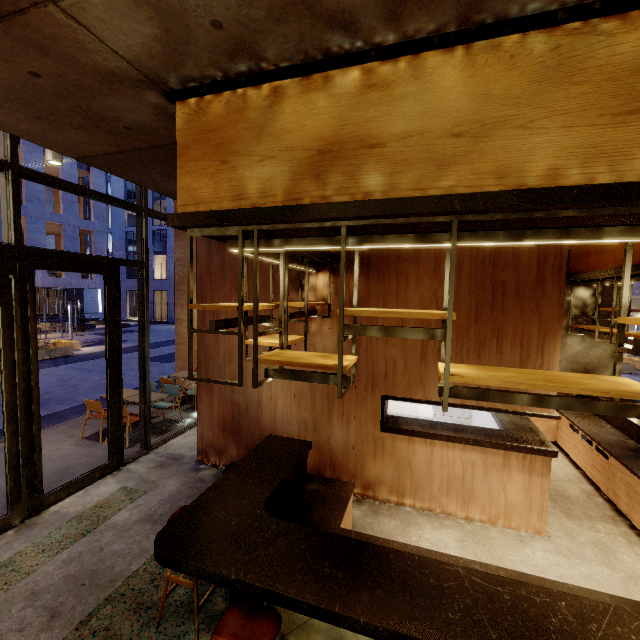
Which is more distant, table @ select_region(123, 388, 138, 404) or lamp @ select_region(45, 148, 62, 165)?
table @ select_region(123, 388, 138, 404)

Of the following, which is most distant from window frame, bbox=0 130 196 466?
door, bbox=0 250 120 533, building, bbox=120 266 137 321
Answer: building, bbox=120 266 137 321

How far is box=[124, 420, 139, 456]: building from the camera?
6.27m

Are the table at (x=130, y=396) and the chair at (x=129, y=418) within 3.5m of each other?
yes

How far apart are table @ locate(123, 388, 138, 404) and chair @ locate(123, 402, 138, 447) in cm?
34

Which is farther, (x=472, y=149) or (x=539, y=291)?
(x=539, y=291)

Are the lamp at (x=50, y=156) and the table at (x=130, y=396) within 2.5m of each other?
no

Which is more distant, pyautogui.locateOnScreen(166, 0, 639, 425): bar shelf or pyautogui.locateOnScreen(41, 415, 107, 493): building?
pyautogui.locateOnScreen(41, 415, 107, 493): building
